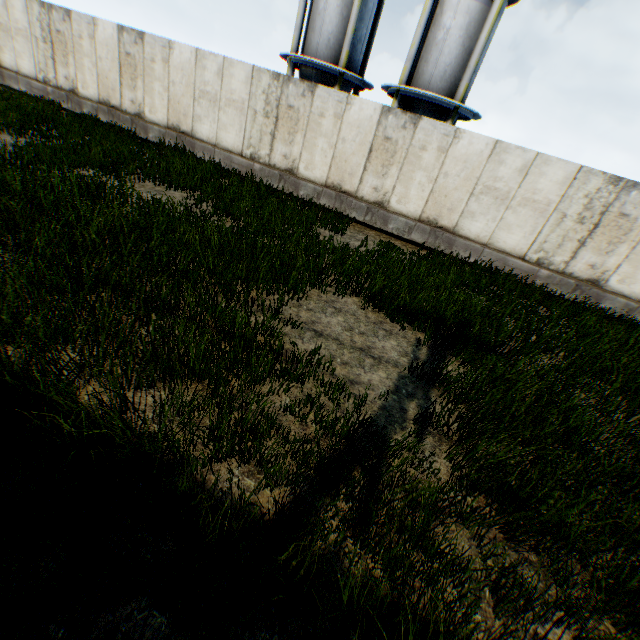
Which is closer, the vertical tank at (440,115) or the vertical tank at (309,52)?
the vertical tank at (440,115)

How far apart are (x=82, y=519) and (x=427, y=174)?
11.73m

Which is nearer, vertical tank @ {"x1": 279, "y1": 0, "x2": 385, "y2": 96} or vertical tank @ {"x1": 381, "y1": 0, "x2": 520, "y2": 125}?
vertical tank @ {"x1": 381, "y1": 0, "x2": 520, "y2": 125}
